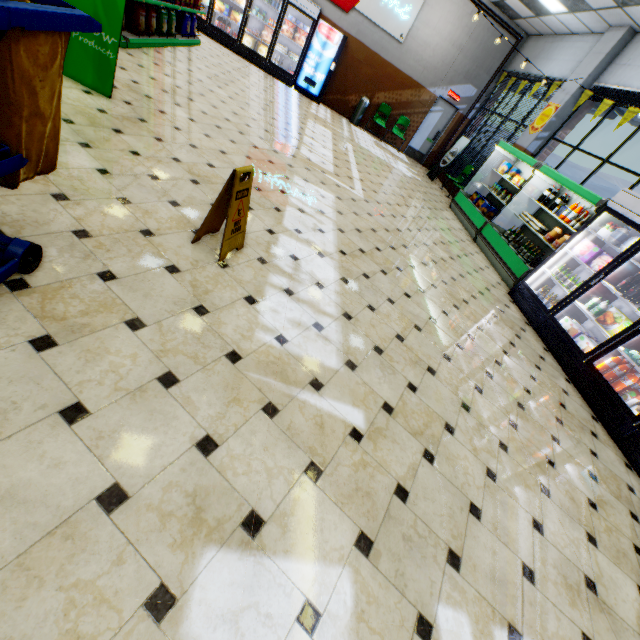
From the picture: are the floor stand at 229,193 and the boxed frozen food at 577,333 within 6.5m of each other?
yes

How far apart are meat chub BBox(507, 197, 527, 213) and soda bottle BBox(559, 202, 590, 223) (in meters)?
1.43

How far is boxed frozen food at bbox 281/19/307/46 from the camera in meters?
10.4

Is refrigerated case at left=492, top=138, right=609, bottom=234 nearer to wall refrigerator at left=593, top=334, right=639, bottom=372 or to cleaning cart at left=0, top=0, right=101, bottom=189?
wall refrigerator at left=593, top=334, right=639, bottom=372

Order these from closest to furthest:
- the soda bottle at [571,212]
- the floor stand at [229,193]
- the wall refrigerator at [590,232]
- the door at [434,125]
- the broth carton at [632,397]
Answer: the floor stand at [229,193] → the broth carton at [632,397] → the wall refrigerator at [590,232] → the soda bottle at [571,212] → the door at [434,125]

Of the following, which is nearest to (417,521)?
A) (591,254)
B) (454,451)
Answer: (454,451)

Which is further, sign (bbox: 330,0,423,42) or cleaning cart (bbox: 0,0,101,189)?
sign (bbox: 330,0,423,42)

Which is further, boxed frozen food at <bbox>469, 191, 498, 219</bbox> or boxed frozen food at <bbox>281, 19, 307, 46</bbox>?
boxed frozen food at <bbox>281, 19, 307, 46</bbox>
